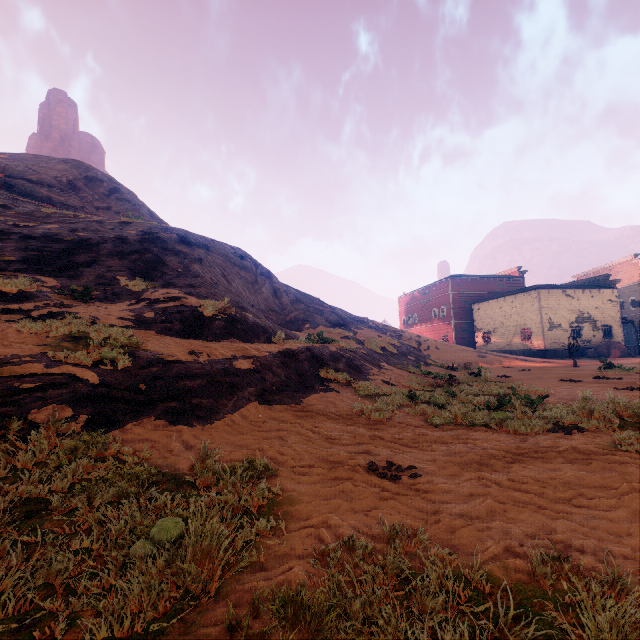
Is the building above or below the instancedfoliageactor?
above

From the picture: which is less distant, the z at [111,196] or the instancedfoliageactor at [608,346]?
the z at [111,196]

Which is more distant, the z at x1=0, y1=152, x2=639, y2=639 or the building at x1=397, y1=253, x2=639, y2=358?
the building at x1=397, y1=253, x2=639, y2=358

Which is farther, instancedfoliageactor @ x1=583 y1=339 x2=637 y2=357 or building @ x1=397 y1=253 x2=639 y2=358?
building @ x1=397 y1=253 x2=639 y2=358

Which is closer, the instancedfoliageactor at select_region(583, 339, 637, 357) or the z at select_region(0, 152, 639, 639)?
the z at select_region(0, 152, 639, 639)

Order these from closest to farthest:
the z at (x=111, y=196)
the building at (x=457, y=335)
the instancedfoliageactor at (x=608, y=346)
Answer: the z at (x=111, y=196) → the instancedfoliageactor at (x=608, y=346) → the building at (x=457, y=335)

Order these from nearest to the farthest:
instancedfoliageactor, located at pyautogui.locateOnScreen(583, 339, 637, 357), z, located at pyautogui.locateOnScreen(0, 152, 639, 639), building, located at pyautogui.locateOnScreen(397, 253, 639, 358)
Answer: z, located at pyautogui.locateOnScreen(0, 152, 639, 639), instancedfoliageactor, located at pyautogui.locateOnScreen(583, 339, 637, 357), building, located at pyautogui.locateOnScreen(397, 253, 639, 358)

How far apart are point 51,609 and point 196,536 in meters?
0.8 m
